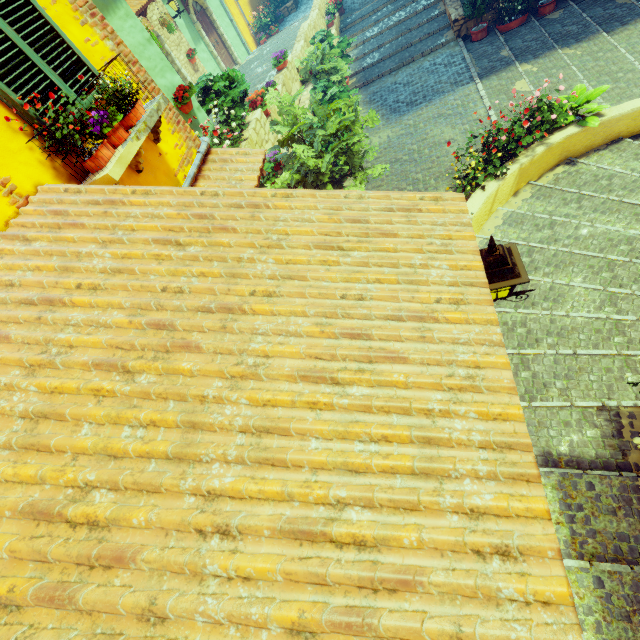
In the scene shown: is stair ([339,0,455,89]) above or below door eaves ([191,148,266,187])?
below

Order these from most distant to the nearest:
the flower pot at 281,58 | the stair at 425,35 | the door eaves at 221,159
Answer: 1. the stair at 425,35
2. the flower pot at 281,58
3. the door eaves at 221,159

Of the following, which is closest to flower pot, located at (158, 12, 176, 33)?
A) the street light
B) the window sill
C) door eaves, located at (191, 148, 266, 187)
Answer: door eaves, located at (191, 148, 266, 187)

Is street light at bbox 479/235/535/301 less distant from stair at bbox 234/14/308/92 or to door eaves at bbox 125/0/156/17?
stair at bbox 234/14/308/92

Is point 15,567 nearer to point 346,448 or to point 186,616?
point 186,616

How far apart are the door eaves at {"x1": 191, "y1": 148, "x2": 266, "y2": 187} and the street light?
1.98m

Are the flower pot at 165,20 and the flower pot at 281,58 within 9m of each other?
yes

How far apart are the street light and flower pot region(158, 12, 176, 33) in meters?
13.9 m
